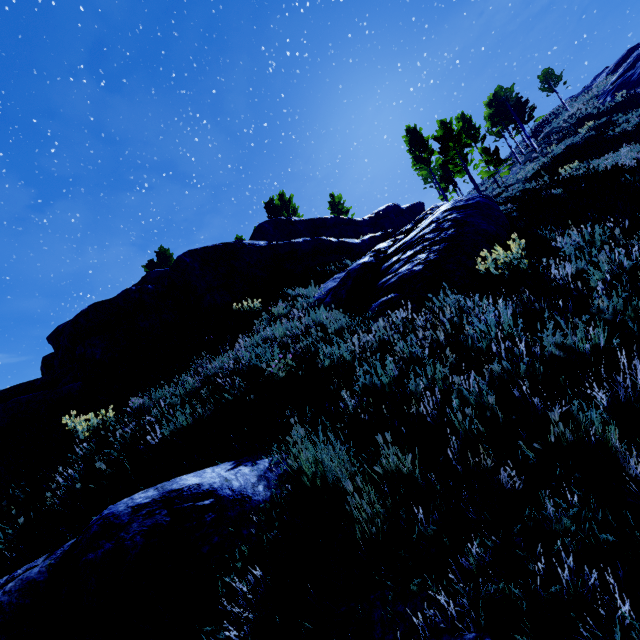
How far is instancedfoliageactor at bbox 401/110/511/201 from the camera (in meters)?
24.20

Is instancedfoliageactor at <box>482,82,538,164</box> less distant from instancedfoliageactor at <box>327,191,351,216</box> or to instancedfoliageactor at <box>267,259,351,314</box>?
instancedfoliageactor at <box>327,191,351,216</box>

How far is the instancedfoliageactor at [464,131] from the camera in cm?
2420

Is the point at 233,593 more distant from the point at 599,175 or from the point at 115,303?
the point at 599,175

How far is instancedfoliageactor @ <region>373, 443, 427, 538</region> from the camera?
2.0m

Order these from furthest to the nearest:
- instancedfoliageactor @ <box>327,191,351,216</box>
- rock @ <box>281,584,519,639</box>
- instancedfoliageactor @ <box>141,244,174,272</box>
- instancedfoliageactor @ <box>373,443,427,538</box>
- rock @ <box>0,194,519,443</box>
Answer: instancedfoliageactor @ <box>327,191,351,216</box>, instancedfoliageactor @ <box>141,244,174,272</box>, rock @ <box>0,194,519,443</box>, instancedfoliageactor @ <box>373,443,427,538</box>, rock @ <box>281,584,519,639</box>

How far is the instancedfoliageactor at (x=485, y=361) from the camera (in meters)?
2.20

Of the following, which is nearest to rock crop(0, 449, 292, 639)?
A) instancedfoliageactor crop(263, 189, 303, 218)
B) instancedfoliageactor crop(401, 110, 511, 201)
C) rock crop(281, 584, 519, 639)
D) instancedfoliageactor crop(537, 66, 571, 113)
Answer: rock crop(281, 584, 519, 639)
